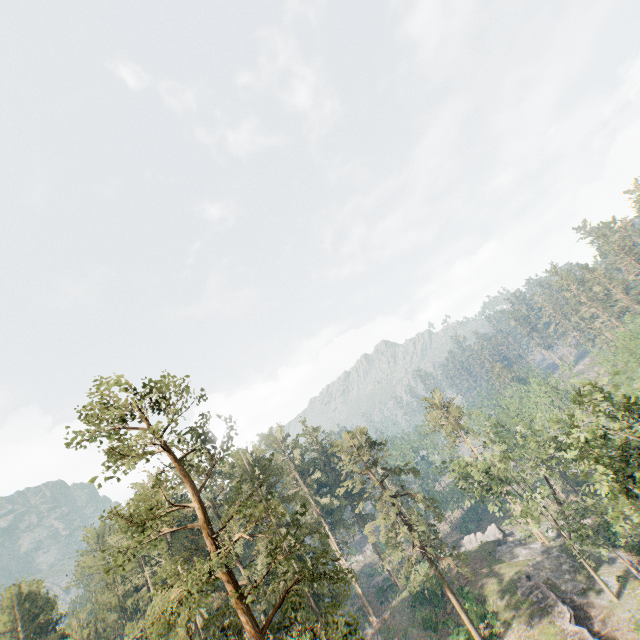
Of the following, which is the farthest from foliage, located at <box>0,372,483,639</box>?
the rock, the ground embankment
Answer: the ground embankment

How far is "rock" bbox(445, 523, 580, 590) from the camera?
37.16m

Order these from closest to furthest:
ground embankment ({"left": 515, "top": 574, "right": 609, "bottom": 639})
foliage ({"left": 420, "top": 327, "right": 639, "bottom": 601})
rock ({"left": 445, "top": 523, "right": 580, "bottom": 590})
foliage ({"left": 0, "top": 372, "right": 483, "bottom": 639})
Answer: foliage ({"left": 0, "top": 372, "right": 483, "bottom": 639})
foliage ({"left": 420, "top": 327, "right": 639, "bottom": 601})
ground embankment ({"left": 515, "top": 574, "right": 609, "bottom": 639})
rock ({"left": 445, "top": 523, "right": 580, "bottom": 590})

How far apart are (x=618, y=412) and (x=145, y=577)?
58.5m

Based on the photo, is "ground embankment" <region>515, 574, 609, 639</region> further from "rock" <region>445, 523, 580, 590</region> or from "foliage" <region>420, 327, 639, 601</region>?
"foliage" <region>420, 327, 639, 601</region>

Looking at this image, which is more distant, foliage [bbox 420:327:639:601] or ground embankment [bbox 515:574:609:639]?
ground embankment [bbox 515:574:609:639]

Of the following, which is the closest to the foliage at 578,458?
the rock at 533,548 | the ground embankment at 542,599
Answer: the rock at 533,548
